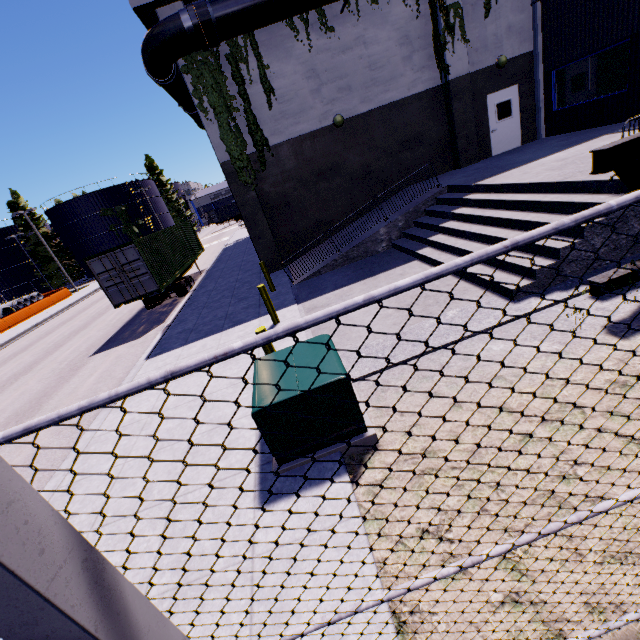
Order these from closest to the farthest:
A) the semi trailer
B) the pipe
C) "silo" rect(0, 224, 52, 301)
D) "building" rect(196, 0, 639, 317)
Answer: "building" rect(196, 0, 639, 317) → the pipe → the semi trailer → "silo" rect(0, 224, 52, 301)

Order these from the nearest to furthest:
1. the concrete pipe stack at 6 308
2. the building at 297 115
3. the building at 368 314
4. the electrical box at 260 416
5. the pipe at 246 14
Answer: the electrical box at 260 416 → the building at 368 314 → the building at 297 115 → the pipe at 246 14 → the concrete pipe stack at 6 308

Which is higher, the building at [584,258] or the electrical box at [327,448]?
the building at [584,258]

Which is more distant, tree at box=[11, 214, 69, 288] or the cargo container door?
tree at box=[11, 214, 69, 288]

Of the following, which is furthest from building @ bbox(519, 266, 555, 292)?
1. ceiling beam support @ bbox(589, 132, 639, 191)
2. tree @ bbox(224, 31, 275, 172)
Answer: ceiling beam support @ bbox(589, 132, 639, 191)

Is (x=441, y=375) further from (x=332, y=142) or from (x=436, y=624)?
(x=332, y=142)

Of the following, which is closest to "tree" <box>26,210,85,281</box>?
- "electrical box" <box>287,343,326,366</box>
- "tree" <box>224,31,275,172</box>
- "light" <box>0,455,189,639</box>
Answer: "tree" <box>224,31,275,172</box>

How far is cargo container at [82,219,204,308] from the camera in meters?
14.1 m
